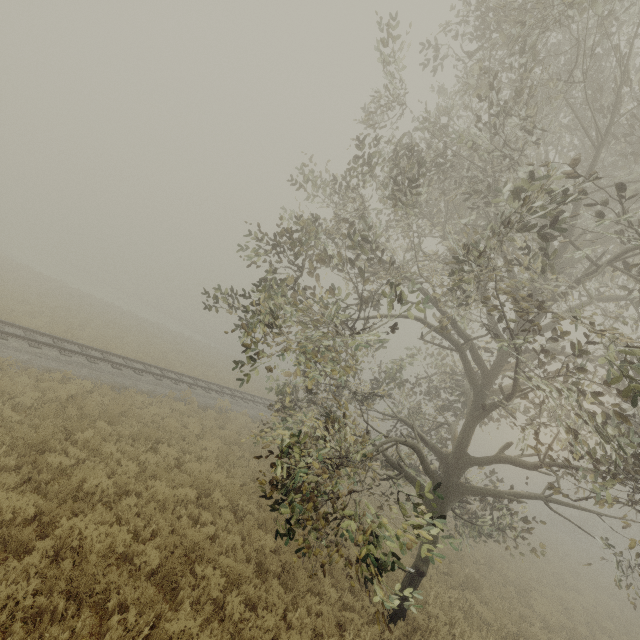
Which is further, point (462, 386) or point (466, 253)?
point (462, 386)
